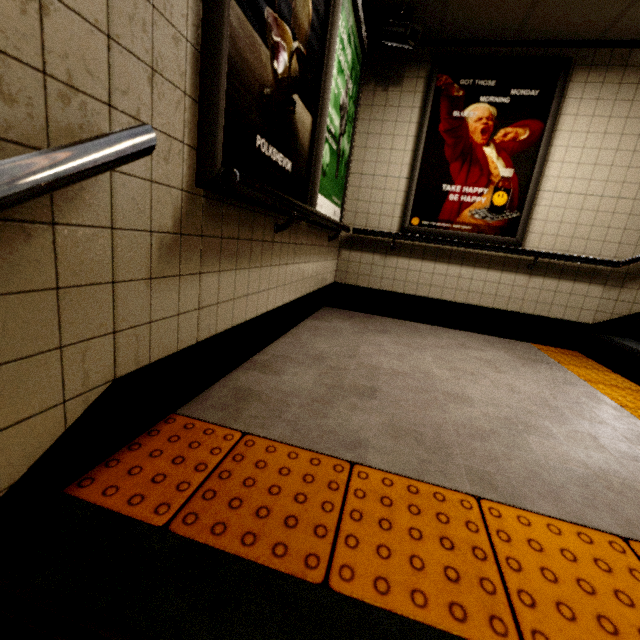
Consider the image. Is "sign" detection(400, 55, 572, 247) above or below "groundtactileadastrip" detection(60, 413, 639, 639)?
above

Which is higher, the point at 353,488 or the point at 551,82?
the point at 551,82

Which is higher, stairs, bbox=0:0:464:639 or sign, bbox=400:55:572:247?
sign, bbox=400:55:572:247

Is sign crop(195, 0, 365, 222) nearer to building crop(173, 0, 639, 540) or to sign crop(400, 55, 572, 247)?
building crop(173, 0, 639, 540)

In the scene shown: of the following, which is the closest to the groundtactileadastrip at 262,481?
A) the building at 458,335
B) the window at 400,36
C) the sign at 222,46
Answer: the building at 458,335

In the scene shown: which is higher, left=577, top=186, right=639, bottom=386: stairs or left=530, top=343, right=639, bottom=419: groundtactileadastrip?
left=577, top=186, right=639, bottom=386: stairs

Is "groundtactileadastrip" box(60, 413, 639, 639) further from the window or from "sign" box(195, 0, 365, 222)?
the window

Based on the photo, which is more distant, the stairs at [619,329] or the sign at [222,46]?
the stairs at [619,329]
